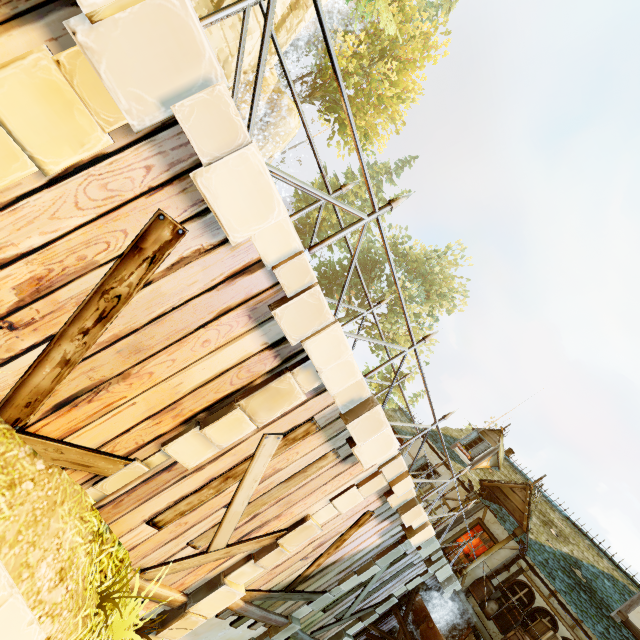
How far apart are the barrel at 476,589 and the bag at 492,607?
0.1m

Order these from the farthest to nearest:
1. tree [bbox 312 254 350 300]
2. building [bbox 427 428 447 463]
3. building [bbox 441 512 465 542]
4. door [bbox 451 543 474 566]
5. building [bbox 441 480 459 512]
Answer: tree [bbox 312 254 350 300]
building [bbox 427 428 447 463]
building [bbox 441 480 459 512]
building [bbox 441 512 465 542]
door [bbox 451 543 474 566]

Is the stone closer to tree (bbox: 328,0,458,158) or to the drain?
the drain

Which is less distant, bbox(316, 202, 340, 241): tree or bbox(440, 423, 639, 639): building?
bbox(440, 423, 639, 639): building

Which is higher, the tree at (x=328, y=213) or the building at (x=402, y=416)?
the tree at (x=328, y=213)

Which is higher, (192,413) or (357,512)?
(357,512)

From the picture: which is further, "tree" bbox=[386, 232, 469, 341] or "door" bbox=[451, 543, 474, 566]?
"tree" bbox=[386, 232, 469, 341]

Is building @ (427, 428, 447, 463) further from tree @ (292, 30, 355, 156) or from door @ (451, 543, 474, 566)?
tree @ (292, 30, 355, 156)
